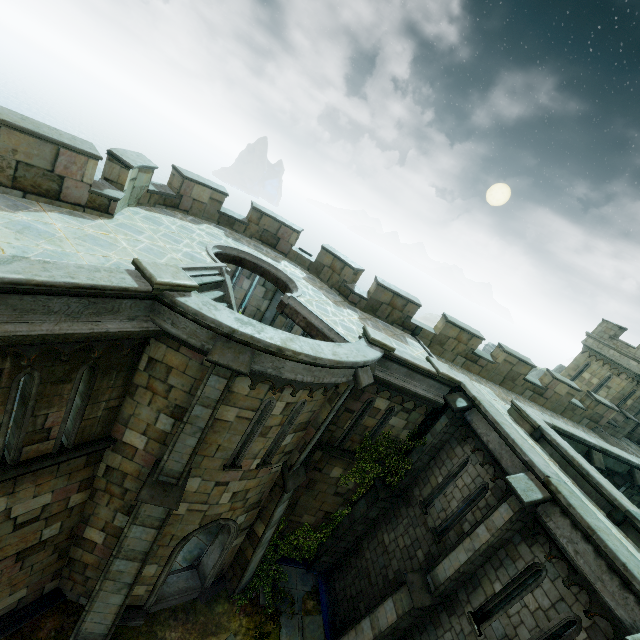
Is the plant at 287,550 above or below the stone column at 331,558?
below

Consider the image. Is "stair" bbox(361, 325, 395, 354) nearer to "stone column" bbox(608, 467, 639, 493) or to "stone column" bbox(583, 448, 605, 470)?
"stone column" bbox(583, 448, 605, 470)

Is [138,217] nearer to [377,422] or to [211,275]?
[211,275]

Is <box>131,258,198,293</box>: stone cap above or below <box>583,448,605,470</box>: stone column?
above

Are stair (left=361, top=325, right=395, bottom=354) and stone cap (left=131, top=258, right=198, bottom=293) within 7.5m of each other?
yes

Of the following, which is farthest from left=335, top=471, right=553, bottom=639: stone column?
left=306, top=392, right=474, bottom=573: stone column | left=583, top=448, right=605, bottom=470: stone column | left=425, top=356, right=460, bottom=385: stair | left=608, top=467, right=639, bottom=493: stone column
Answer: left=608, top=467, right=639, bottom=493: stone column

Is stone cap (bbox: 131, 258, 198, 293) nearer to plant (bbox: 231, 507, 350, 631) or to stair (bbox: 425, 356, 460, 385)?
stair (bbox: 425, 356, 460, 385)

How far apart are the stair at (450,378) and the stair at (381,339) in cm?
201
